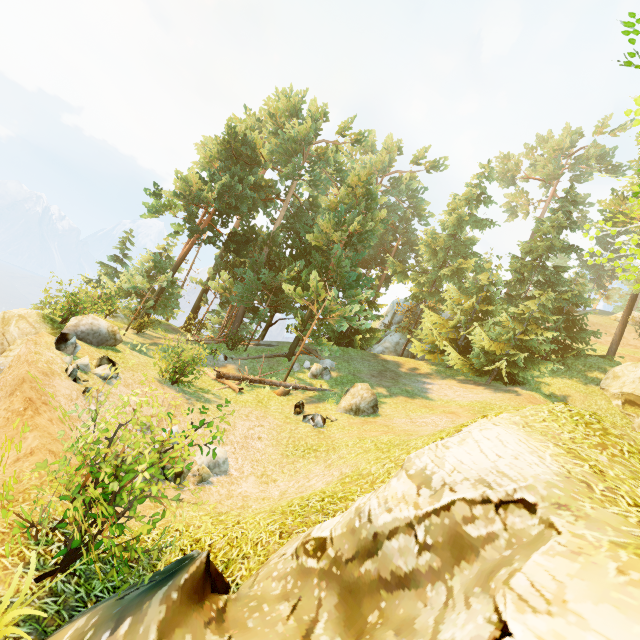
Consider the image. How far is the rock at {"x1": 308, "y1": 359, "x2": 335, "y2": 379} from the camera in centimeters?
1900cm

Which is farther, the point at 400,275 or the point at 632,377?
the point at 400,275

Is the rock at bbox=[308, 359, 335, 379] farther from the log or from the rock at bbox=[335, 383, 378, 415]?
the rock at bbox=[335, 383, 378, 415]

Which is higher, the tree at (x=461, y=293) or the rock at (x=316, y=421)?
the tree at (x=461, y=293)

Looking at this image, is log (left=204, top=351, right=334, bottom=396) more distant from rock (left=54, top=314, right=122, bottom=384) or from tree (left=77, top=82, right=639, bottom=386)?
rock (left=54, top=314, right=122, bottom=384)

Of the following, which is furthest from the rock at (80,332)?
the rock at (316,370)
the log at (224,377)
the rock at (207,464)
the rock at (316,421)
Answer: the rock at (316,370)

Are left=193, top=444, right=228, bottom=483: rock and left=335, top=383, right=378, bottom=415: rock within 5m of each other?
no

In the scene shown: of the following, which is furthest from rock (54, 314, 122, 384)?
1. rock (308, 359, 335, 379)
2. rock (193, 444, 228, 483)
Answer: rock (308, 359, 335, 379)
